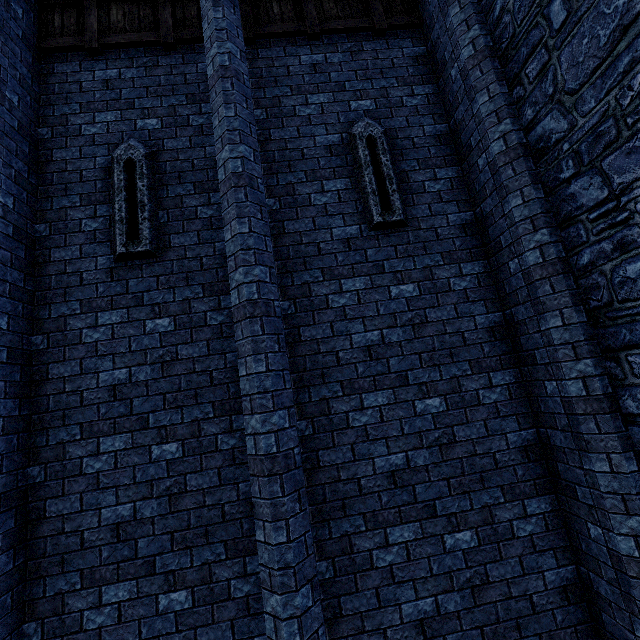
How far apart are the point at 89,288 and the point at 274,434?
3.1 meters

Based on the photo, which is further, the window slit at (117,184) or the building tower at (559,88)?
the window slit at (117,184)

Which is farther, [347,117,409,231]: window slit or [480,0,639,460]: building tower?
[347,117,409,231]: window slit

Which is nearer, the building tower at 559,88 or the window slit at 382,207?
the building tower at 559,88

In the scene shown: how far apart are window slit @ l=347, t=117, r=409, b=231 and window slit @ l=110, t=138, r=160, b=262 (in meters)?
2.76

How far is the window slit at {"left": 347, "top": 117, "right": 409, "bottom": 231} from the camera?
4.4 meters

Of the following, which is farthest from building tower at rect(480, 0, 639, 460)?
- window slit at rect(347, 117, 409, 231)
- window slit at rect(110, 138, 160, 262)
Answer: window slit at rect(110, 138, 160, 262)

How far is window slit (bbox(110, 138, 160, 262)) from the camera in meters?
4.1
